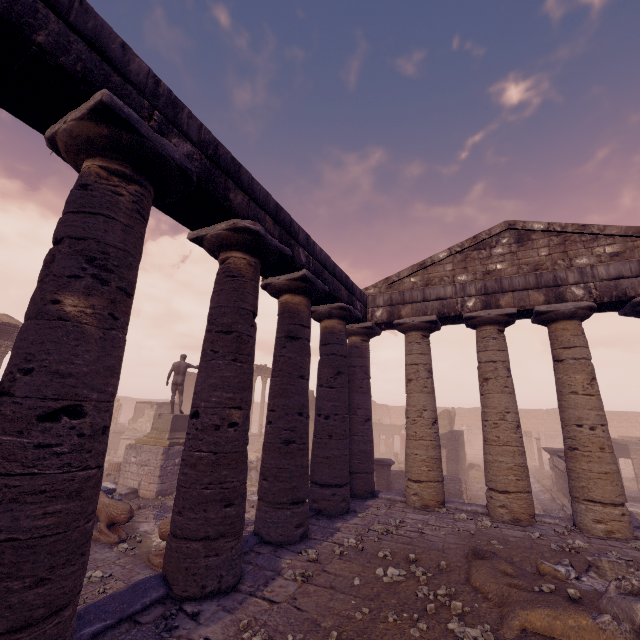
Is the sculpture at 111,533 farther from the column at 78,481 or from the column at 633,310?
the column at 633,310

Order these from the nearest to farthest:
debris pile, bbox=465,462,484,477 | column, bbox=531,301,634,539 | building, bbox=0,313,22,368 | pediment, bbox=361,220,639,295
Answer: column, bbox=531,301,634,539 < pediment, bbox=361,220,639,295 < building, bbox=0,313,22,368 < debris pile, bbox=465,462,484,477

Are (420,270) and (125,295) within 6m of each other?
no

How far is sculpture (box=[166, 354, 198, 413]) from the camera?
14.7m

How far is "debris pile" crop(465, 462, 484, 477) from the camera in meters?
20.6 m

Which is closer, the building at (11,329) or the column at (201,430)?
the column at (201,430)

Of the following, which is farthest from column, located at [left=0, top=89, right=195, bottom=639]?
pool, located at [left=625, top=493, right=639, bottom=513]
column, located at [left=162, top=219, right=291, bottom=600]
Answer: pool, located at [left=625, top=493, right=639, bottom=513]

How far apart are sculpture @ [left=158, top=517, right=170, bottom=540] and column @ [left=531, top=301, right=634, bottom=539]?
8.0m
